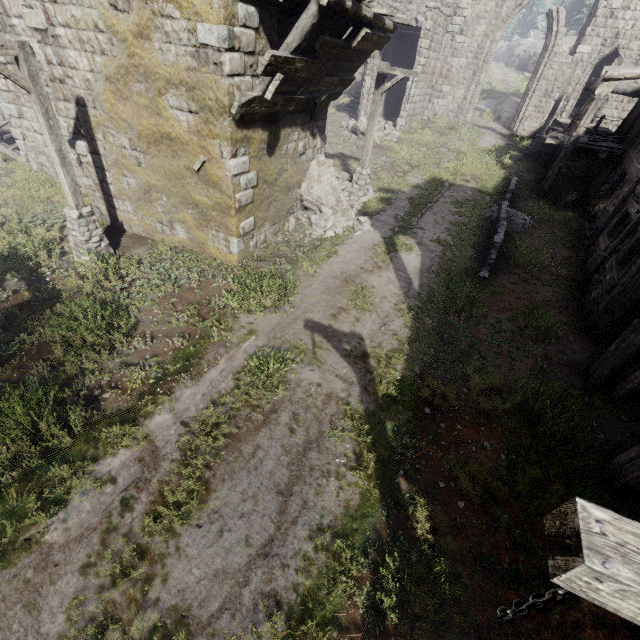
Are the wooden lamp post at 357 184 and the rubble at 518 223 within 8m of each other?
yes

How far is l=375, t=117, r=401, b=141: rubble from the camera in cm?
2100

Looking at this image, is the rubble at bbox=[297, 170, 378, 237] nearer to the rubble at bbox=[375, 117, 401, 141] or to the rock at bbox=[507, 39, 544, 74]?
the rubble at bbox=[375, 117, 401, 141]

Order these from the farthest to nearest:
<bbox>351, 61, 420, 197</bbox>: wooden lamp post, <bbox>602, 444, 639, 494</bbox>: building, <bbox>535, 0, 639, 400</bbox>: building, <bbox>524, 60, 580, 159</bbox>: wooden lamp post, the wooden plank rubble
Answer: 1. <bbox>524, 60, 580, 159</bbox>: wooden lamp post
2. <bbox>351, 61, 420, 197</bbox>: wooden lamp post
3. <bbox>535, 0, 639, 400</bbox>: building
4. the wooden plank rubble
5. <bbox>602, 444, 639, 494</bbox>: building

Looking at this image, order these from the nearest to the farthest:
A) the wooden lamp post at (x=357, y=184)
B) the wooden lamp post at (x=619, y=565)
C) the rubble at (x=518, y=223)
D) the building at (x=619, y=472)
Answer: the wooden lamp post at (x=619, y=565), the building at (x=619, y=472), the wooden lamp post at (x=357, y=184), the rubble at (x=518, y=223)

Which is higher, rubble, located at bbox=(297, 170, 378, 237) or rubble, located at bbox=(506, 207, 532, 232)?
rubble, located at bbox=(506, 207, 532, 232)

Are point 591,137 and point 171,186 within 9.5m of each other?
no

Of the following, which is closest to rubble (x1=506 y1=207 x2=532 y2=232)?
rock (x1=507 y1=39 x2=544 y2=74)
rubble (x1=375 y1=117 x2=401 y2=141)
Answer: rubble (x1=375 y1=117 x2=401 y2=141)
